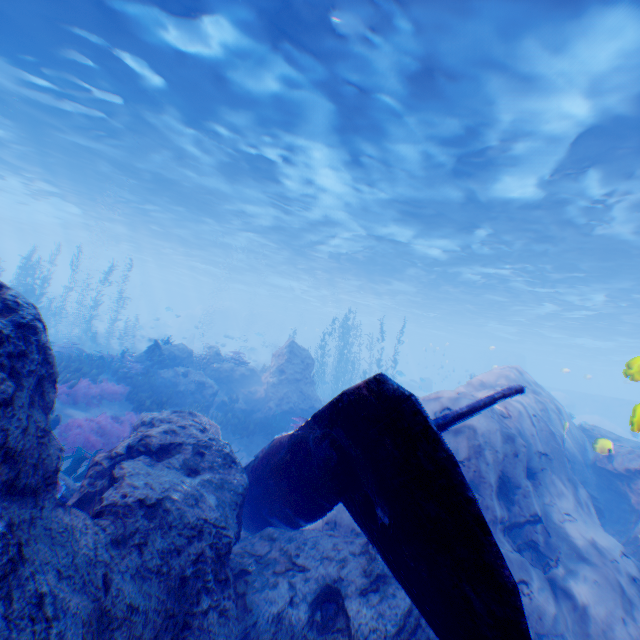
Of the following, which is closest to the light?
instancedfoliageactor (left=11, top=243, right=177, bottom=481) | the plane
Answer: the plane

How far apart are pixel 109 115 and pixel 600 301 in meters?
33.5 m

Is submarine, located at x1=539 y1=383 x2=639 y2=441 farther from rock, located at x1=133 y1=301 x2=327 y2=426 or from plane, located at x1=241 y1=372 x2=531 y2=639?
plane, located at x1=241 y1=372 x2=531 y2=639

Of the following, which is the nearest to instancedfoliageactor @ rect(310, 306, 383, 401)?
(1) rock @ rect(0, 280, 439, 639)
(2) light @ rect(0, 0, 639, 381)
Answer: (1) rock @ rect(0, 280, 439, 639)

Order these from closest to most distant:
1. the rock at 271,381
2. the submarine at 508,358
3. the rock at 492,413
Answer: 1. the rock at 492,413
2. the rock at 271,381
3. the submarine at 508,358

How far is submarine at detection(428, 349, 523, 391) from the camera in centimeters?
4991cm

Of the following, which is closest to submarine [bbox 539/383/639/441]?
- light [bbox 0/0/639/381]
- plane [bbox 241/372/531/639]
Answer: A: light [bbox 0/0/639/381]

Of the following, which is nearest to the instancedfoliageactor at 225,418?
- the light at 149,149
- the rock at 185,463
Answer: the rock at 185,463
